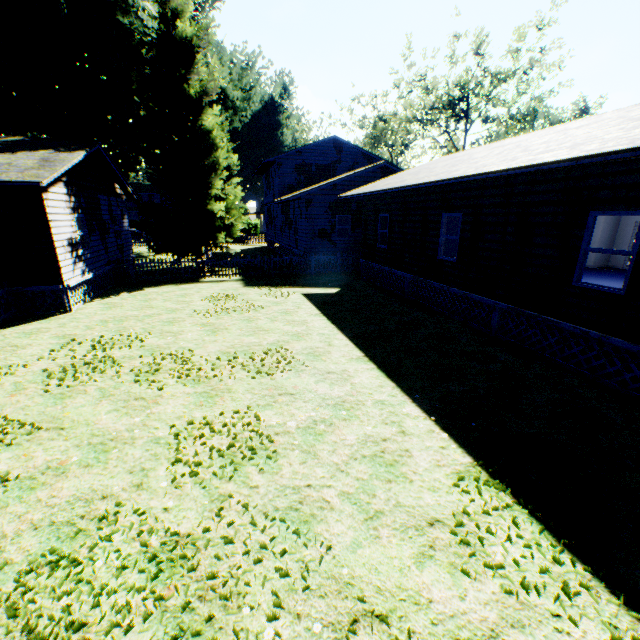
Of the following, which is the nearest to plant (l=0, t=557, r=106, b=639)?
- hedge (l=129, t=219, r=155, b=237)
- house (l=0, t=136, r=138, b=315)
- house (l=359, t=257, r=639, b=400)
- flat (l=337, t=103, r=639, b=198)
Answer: house (l=0, t=136, r=138, b=315)

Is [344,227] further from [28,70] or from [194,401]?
[28,70]

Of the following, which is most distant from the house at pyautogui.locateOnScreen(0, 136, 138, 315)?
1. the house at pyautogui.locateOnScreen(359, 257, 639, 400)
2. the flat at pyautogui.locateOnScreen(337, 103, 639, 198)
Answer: the house at pyautogui.locateOnScreen(359, 257, 639, 400)

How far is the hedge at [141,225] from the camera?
50.1 meters

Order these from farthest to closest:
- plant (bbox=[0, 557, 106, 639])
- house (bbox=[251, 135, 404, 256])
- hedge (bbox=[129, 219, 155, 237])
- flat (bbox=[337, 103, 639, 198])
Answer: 1. hedge (bbox=[129, 219, 155, 237])
2. house (bbox=[251, 135, 404, 256])
3. flat (bbox=[337, 103, 639, 198])
4. plant (bbox=[0, 557, 106, 639])

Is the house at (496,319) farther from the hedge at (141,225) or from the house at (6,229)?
the hedge at (141,225)

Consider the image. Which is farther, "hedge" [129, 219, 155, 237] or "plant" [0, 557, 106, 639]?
"hedge" [129, 219, 155, 237]

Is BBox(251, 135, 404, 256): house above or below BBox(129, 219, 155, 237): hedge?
below
